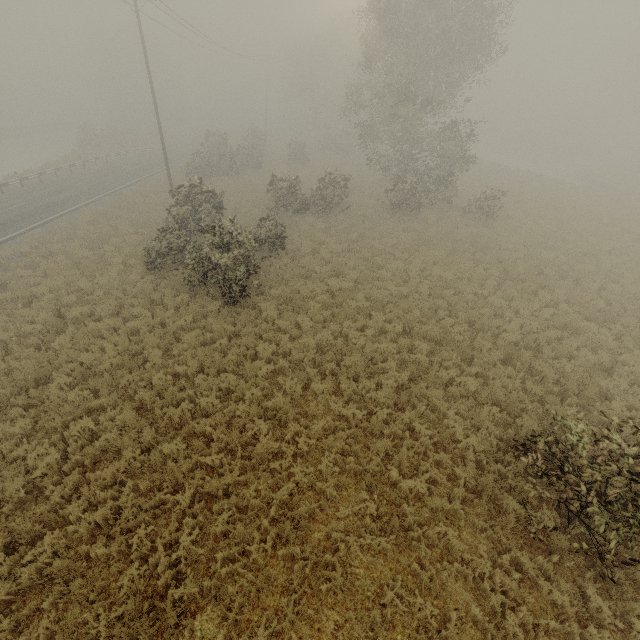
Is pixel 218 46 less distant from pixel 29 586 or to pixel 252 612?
pixel 29 586
